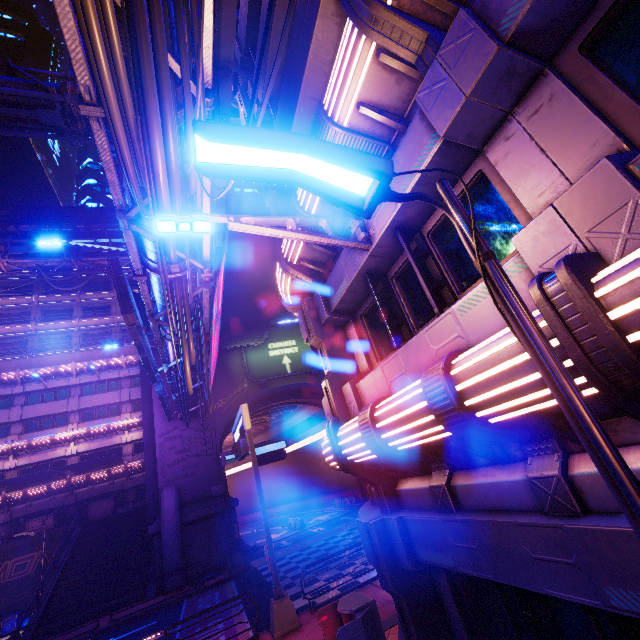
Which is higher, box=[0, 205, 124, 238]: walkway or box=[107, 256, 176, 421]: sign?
box=[0, 205, 124, 238]: walkway

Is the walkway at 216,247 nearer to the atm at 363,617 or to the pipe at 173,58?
the pipe at 173,58

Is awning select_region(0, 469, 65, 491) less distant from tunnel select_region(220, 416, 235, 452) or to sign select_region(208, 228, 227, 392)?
tunnel select_region(220, 416, 235, 452)

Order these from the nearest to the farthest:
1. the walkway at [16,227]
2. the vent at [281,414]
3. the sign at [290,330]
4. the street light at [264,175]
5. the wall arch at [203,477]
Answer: the street light at [264,175]
the wall arch at [203,477]
the sign at [290,330]
the vent at [281,414]
the walkway at [16,227]

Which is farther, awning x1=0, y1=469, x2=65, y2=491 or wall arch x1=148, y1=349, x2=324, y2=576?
awning x1=0, y1=469, x2=65, y2=491

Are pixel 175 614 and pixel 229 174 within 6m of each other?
no

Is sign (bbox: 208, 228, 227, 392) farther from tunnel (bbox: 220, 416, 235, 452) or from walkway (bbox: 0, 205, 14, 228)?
walkway (bbox: 0, 205, 14, 228)

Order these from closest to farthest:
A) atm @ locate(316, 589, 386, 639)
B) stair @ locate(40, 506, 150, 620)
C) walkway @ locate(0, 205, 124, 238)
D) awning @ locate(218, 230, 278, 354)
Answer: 1. atm @ locate(316, 589, 386, 639)
2. awning @ locate(218, 230, 278, 354)
3. stair @ locate(40, 506, 150, 620)
4. walkway @ locate(0, 205, 124, 238)
